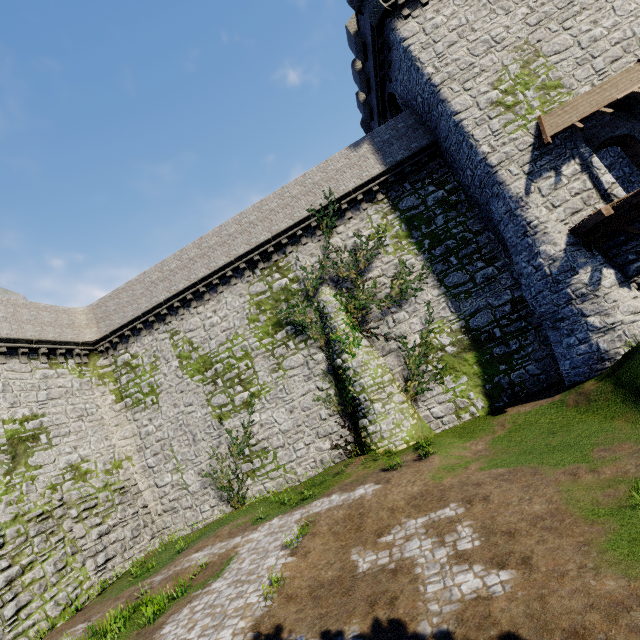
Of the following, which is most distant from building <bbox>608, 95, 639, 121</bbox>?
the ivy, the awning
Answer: the ivy

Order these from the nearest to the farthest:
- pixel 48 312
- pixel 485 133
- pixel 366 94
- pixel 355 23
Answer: pixel 485 133 → pixel 355 23 → pixel 48 312 → pixel 366 94

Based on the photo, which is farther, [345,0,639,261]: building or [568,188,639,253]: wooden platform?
[345,0,639,261]: building

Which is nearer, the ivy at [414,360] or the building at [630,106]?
the building at [630,106]

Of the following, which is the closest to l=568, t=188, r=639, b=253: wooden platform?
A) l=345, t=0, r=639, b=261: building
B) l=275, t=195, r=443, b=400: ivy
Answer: l=345, t=0, r=639, b=261: building

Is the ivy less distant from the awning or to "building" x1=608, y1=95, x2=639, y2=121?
"building" x1=608, y1=95, x2=639, y2=121

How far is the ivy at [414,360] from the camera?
16.50m

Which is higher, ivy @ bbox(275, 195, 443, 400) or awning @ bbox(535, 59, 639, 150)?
awning @ bbox(535, 59, 639, 150)
